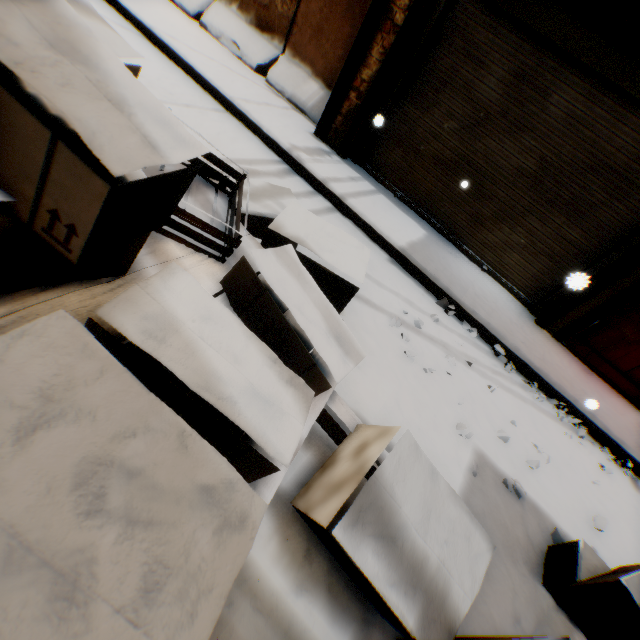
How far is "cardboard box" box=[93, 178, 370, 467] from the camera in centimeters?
96cm

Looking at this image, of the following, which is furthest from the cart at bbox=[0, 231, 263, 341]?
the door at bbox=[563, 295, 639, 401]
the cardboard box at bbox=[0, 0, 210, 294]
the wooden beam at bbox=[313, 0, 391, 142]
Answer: the door at bbox=[563, 295, 639, 401]

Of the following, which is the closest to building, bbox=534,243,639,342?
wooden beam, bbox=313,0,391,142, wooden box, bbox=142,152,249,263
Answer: wooden beam, bbox=313,0,391,142

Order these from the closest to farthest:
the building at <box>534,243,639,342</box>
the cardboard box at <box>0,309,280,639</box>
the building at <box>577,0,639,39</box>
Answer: the cardboard box at <box>0,309,280,639</box> < the building at <box>577,0,639,39</box> < the building at <box>534,243,639,342</box>

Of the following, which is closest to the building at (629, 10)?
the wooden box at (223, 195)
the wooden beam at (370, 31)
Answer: the wooden beam at (370, 31)

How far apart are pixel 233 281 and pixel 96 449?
0.98m

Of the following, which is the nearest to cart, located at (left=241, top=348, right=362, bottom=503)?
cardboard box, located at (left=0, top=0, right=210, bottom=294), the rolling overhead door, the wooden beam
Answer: cardboard box, located at (left=0, top=0, right=210, bottom=294)

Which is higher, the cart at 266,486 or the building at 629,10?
the building at 629,10
